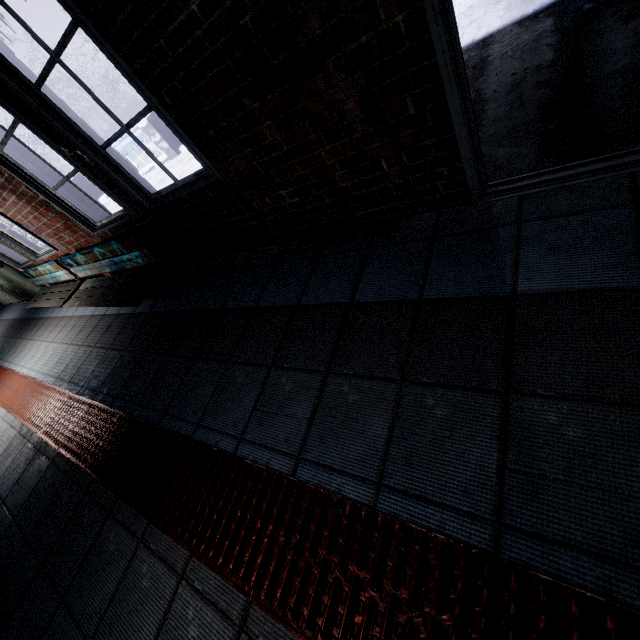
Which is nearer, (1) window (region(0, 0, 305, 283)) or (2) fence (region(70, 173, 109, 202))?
(1) window (region(0, 0, 305, 283))

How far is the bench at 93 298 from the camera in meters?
2.7 m

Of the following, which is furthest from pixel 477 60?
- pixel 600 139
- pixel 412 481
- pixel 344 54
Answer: pixel 412 481

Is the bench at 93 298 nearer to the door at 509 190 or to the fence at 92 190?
the door at 509 190

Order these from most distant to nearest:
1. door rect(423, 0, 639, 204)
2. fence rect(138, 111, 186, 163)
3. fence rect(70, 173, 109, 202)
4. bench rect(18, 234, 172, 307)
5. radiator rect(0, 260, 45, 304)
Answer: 1. fence rect(70, 173, 109, 202)
2. fence rect(138, 111, 186, 163)
3. radiator rect(0, 260, 45, 304)
4. bench rect(18, 234, 172, 307)
5. door rect(423, 0, 639, 204)

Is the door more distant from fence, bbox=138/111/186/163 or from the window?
fence, bbox=138/111/186/163

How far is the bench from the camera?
2.7m

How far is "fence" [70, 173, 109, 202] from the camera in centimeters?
1007cm
